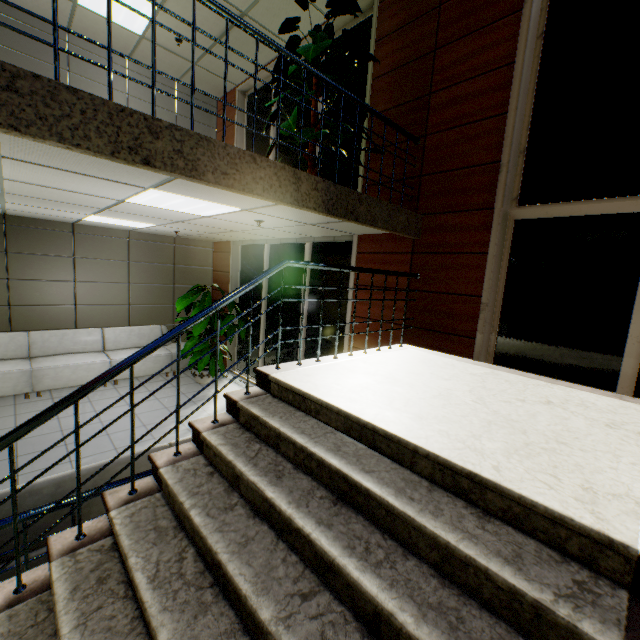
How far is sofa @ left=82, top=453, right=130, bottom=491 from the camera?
2.4m

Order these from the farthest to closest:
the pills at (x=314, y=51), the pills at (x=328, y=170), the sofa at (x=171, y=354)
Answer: the sofa at (x=171, y=354)
the pills at (x=328, y=170)
the pills at (x=314, y=51)

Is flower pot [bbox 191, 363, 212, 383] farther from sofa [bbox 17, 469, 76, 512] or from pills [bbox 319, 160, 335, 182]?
pills [bbox 319, 160, 335, 182]

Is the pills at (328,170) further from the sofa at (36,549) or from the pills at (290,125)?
the sofa at (36,549)

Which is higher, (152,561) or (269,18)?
(269,18)

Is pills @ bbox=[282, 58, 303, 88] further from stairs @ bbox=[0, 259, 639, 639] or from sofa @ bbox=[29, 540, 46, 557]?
sofa @ bbox=[29, 540, 46, 557]

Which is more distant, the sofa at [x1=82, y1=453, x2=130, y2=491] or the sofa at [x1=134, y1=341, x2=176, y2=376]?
the sofa at [x1=134, y1=341, x2=176, y2=376]

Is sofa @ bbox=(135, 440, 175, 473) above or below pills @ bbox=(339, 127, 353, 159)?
below
